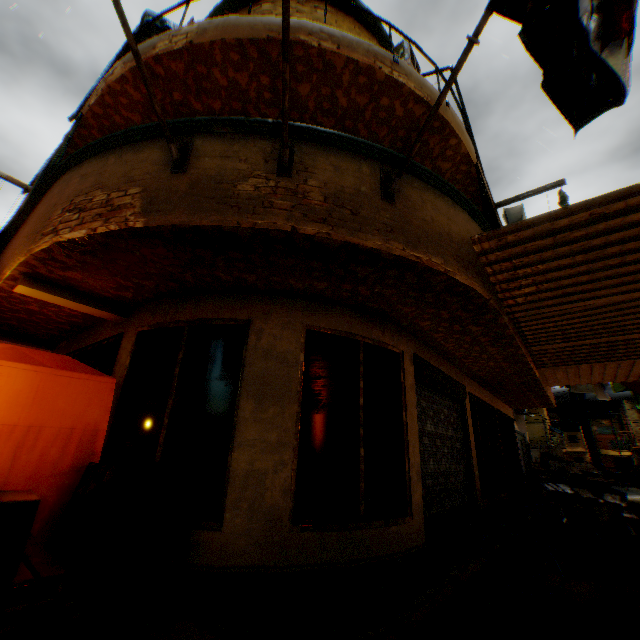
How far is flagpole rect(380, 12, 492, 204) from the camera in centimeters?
267cm

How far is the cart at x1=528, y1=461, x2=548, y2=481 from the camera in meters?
11.0

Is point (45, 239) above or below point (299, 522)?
above

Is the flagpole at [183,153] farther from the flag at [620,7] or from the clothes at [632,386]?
the clothes at [632,386]

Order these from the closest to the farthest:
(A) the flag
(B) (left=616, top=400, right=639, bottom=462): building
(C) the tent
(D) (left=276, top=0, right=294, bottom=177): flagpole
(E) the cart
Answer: (A) the flag → (D) (left=276, top=0, right=294, bottom=177): flagpole → (C) the tent → (E) the cart → (B) (left=616, top=400, right=639, bottom=462): building

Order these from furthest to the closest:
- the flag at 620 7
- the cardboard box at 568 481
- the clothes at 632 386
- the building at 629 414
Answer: the building at 629 414 → the clothes at 632 386 → the cardboard box at 568 481 → the flag at 620 7

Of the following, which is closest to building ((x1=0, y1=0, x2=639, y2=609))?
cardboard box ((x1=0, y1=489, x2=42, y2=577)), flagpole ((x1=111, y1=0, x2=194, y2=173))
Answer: flagpole ((x1=111, y1=0, x2=194, y2=173))

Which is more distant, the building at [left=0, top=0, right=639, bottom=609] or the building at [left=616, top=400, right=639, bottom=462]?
the building at [left=616, top=400, right=639, bottom=462]
